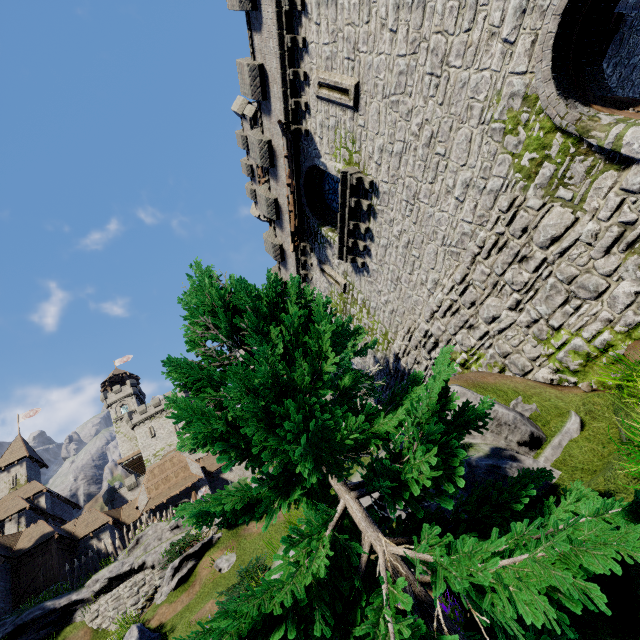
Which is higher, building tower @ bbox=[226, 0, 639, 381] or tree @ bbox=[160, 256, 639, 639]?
building tower @ bbox=[226, 0, 639, 381]

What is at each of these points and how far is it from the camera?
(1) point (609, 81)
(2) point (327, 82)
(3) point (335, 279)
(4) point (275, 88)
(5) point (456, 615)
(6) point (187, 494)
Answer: (1) building tower, 18.3m
(2) window slit, 11.6m
(3) window slit, 17.2m
(4) building tower, 14.0m
(5) instancedfoliageactor, 4.6m
(6) double door, 32.8m

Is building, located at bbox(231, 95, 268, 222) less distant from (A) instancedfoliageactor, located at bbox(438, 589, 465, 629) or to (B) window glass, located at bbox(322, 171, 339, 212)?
(B) window glass, located at bbox(322, 171, 339, 212)

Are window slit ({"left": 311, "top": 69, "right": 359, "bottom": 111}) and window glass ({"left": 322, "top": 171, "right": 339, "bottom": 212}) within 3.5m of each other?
yes

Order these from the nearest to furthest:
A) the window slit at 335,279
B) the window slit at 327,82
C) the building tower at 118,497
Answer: the window slit at 327,82 → the window slit at 335,279 → the building tower at 118,497

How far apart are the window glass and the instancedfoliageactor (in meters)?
14.15

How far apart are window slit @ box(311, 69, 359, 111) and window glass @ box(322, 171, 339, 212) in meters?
2.8 m

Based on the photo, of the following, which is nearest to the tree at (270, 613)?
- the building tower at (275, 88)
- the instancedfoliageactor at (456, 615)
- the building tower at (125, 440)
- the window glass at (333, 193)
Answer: the instancedfoliageactor at (456, 615)
